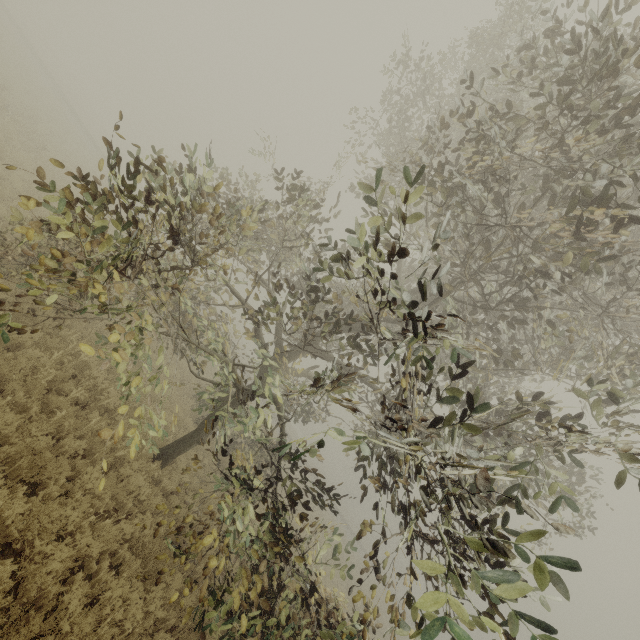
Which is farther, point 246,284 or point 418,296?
point 418,296
